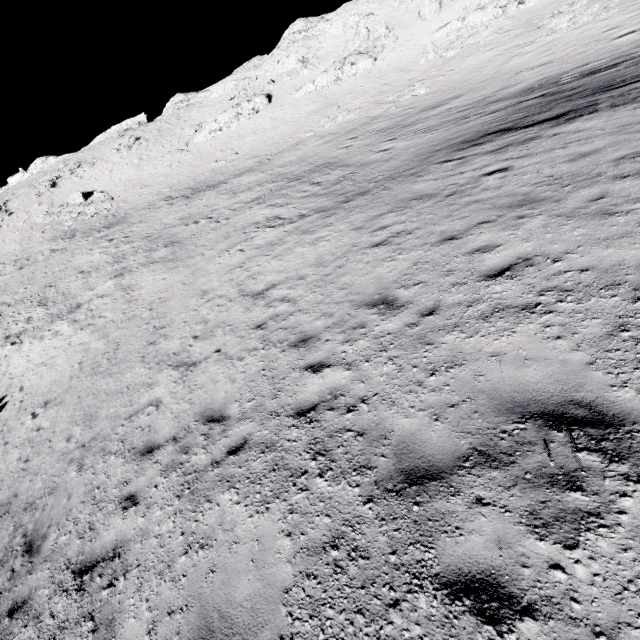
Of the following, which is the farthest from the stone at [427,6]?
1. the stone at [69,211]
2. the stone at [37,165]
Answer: the stone at [69,211]

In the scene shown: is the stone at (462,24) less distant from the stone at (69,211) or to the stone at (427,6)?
the stone at (427,6)

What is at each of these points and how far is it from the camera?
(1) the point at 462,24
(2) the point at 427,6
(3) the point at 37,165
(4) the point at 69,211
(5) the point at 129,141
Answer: (1) stone, 36.5m
(2) stone, 40.1m
(3) stone, 57.9m
(4) stone, 41.0m
(5) stone, 50.6m

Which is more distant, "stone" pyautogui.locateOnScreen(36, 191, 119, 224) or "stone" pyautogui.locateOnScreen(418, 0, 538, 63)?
"stone" pyautogui.locateOnScreen(36, 191, 119, 224)

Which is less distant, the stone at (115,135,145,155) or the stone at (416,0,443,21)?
the stone at (416,0,443,21)

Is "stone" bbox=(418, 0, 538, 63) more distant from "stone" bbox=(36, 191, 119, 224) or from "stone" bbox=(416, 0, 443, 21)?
"stone" bbox=(36, 191, 119, 224)

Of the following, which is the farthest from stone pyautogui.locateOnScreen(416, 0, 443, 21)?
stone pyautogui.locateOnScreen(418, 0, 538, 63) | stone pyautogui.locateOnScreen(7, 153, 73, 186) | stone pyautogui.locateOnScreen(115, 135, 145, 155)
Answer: stone pyautogui.locateOnScreen(115, 135, 145, 155)

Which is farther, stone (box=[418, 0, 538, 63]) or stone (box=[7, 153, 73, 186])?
stone (box=[7, 153, 73, 186])
